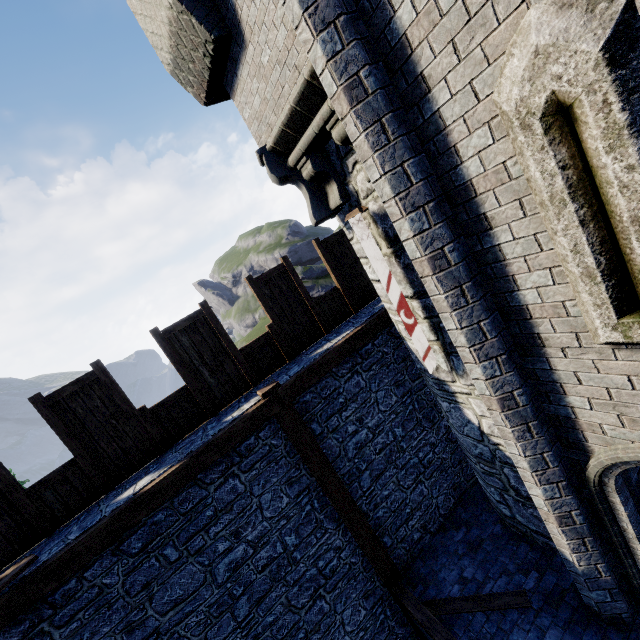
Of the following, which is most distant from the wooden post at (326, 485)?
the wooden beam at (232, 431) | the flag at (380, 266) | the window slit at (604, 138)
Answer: the window slit at (604, 138)

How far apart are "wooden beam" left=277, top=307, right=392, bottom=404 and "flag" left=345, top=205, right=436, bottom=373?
1.6 meters

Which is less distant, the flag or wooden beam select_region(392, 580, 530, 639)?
the flag

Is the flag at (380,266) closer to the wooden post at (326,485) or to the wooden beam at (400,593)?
the wooden post at (326,485)

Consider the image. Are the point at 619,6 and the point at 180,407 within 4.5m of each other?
no

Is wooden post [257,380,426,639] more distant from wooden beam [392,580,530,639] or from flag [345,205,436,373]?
flag [345,205,436,373]

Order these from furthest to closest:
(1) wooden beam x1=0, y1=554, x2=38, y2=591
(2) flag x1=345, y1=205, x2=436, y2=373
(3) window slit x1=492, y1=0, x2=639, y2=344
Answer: (2) flag x1=345, y1=205, x2=436, y2=373, (1) wooden beam x1=0, y1=554, x2=38, y2=591, (3) window slit x1=492, y1=0, x2=639, y2=344

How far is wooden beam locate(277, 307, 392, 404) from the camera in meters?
5.9 m
